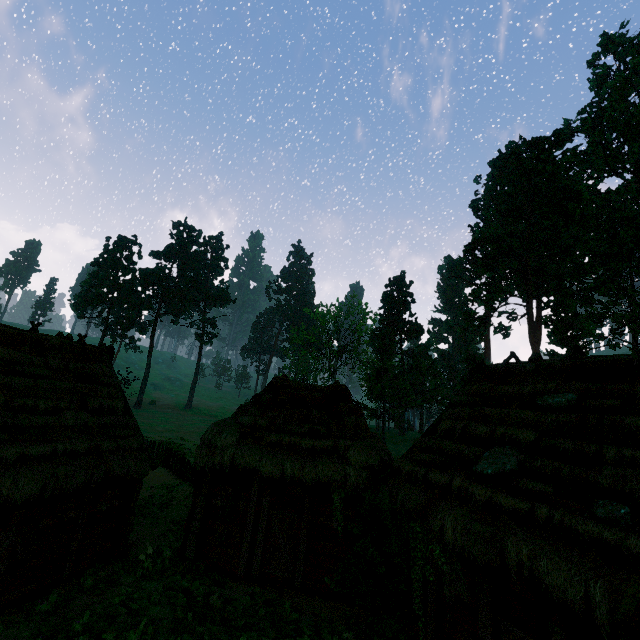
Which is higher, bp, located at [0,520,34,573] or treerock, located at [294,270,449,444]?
treerock, located at [294,270,449,444]

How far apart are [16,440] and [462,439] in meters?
13.1 m

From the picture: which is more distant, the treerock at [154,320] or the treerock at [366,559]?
the treerock at [154,320]

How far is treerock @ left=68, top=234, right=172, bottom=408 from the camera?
53.47m

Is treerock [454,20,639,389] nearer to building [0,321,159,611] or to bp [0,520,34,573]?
building [0,321,159,611]

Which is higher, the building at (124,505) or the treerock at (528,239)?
the treerock at (528,239)

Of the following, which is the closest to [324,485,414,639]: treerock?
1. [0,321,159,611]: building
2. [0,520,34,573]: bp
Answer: [0,321,159,611]: building
